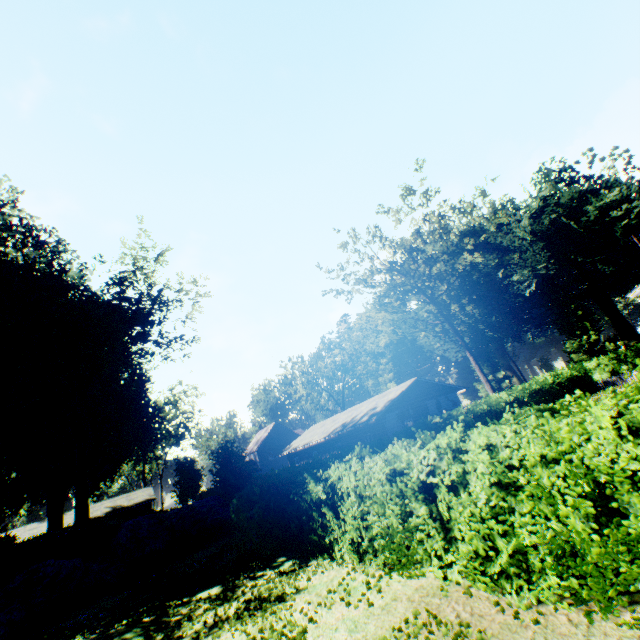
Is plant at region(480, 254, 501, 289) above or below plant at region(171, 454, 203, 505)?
above

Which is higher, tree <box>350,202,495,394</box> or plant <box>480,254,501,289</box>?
plant <box>480,254,501,289</box>

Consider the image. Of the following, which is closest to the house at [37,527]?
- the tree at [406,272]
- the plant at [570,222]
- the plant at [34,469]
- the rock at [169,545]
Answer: the plant at [34,469]

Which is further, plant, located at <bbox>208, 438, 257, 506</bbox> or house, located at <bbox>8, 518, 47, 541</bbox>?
house, located at <bbox>8, 518, 47, 541</bbox>

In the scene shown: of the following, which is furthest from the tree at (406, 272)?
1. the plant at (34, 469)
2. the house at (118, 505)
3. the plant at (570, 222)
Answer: the house at (118, 505)

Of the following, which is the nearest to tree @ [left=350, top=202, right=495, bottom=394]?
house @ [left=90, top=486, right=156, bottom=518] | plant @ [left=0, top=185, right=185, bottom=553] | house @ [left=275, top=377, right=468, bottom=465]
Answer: house @ [left=275, top=377, right=468, bottom=465]

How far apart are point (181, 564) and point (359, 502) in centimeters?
1235cm

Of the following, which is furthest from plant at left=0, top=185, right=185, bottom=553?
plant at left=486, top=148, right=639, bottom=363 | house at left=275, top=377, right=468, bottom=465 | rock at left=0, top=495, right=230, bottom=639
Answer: plant at left=486, top=148, right=639, bottom=363
